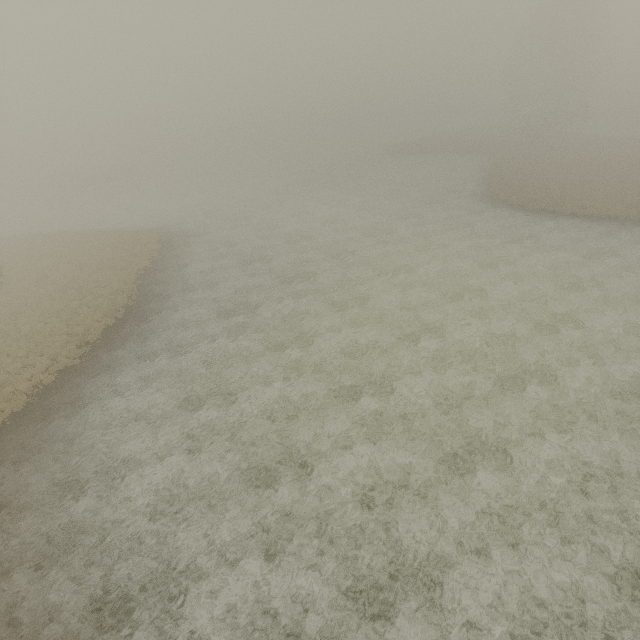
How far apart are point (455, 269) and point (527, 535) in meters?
17.2
